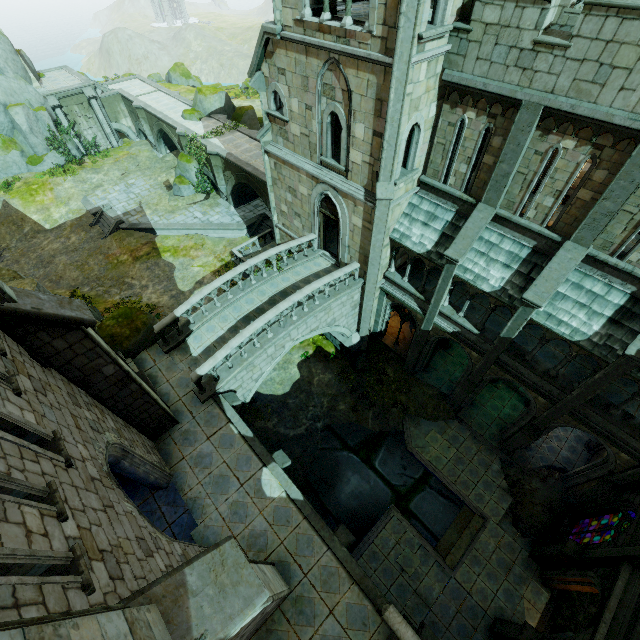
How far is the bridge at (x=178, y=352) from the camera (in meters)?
13.96

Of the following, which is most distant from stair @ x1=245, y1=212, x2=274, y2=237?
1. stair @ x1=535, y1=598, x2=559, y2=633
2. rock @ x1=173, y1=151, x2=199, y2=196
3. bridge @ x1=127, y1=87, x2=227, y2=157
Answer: stair @ x1=535, y1=598, x2=559, y2=633

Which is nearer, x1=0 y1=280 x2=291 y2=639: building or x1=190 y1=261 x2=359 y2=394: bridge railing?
x1=0 y1=280 x2=291 y2=639: building

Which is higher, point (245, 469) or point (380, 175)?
point (380, 175)

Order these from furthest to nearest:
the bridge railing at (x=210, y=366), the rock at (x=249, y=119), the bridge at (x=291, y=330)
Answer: the rock at (x=249, y=119) → the bridge at (x=291, y=330) → the bridge railing at (x=210, y=366)

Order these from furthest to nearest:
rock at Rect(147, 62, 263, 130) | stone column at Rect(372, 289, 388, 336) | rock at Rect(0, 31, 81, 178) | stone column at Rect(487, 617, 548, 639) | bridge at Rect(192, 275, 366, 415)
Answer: rock at Rect(147, 62, 263, 130) < rock at Rect(0, 31, 81, 178) < stone column at Rect(372, 289, 388, 336) < bridge at Rect(192, 275, 366, 415) < stone column at Rect(487, 617, 548, 639)

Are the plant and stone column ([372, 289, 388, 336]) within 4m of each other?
yes

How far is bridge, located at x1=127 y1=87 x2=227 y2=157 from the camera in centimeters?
2884cm
